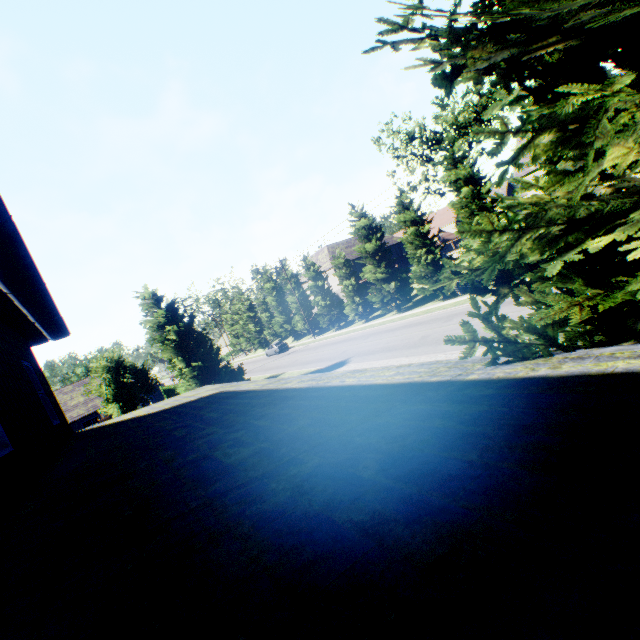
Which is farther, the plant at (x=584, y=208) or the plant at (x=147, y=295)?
the plant at (x=147, y=295)

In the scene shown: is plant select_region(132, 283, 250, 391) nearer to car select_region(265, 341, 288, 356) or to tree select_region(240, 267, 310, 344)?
tree select_region(240, 267, 310, 344)

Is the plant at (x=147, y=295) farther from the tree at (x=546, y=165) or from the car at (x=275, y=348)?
the car at (x=275, y=348)

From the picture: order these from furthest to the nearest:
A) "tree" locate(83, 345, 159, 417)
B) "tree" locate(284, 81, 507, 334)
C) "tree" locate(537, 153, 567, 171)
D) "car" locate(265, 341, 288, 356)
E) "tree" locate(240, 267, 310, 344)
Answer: "tree" locate(240, 267, 310, 344) → "car" locate(265, 341, 288, 356) → "tree" locate(284, 81, 507, 334) → "tree" locate(83, 345, 159, 417) → "tree" locate(537, 153, 567, 171)

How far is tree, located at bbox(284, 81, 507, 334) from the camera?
24.11m

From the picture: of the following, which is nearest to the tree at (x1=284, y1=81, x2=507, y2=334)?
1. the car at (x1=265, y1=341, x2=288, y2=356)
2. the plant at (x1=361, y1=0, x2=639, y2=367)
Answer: the car at (x1=265, y1=341, x2=288, y2=356)

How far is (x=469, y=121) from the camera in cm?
3462

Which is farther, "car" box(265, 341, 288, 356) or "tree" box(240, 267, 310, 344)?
"tree" box(240, 267, 310, 344)
